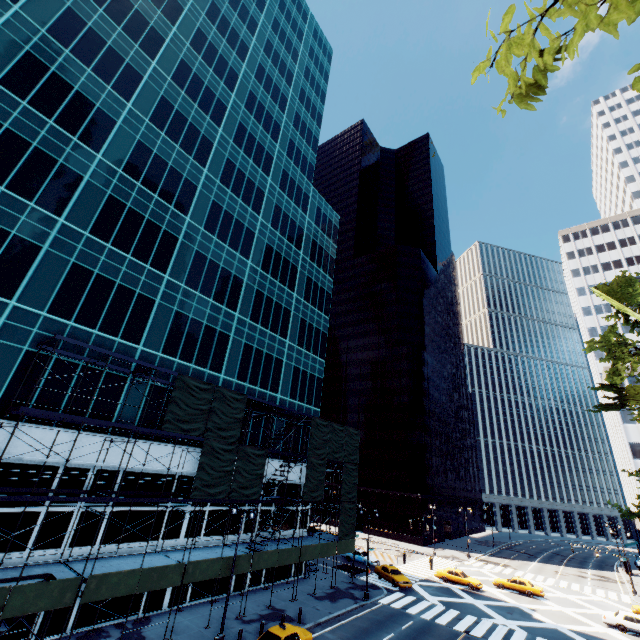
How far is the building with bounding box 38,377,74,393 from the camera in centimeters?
2020cm

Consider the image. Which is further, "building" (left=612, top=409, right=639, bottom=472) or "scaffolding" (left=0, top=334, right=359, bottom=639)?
"building" (left=612, top=409, right=639, bottom=472)

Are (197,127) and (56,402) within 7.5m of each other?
no

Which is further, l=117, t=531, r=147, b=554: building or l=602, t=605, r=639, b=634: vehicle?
l=602, t=605, r=639, b=634: vehicle

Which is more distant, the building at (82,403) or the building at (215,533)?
the building at (215,533)

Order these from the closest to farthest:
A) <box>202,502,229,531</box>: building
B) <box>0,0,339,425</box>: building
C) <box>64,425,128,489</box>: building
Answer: <box>64,425,128,489</box>: building → <box>0,0,339,425</box>: building → <box>202,502,229,531</box>: building

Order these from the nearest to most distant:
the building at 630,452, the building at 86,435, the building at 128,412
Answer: the building at 86,435
the building at 128,412
the building at 630,452

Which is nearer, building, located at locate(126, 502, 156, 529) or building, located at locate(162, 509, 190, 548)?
building, located at locate(126, 502, 156, 529)
